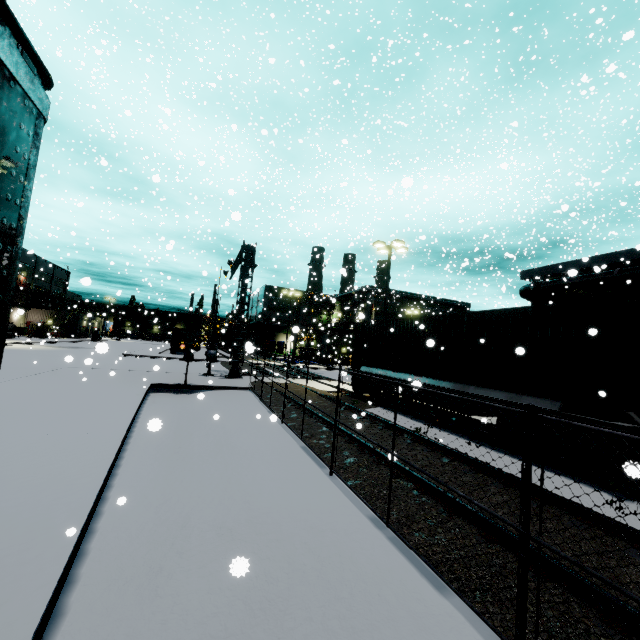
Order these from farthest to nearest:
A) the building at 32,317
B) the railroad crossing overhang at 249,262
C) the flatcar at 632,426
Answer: the building at 32,317 → the railroad crossing overhang at 249,262 → the flatcar at 632,426

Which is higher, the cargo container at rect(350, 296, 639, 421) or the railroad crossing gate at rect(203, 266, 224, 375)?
the cargo container at rect(350, 296, 639, 421)

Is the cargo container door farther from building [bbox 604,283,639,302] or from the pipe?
the pipe

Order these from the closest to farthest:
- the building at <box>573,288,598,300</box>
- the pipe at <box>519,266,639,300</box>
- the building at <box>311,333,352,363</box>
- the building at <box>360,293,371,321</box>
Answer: the pipe at <box>519,266,639,300</box> < the building at <box>573,288,598,300</box> < the building at <box>360,293,371,321</box> < the building at <box>311,333,352,363</box>

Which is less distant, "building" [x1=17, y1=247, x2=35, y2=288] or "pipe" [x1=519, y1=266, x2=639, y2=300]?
"pipe" [x1=519, y1=266, x2=639, y2=300]

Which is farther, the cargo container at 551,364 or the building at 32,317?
the building at 32,317

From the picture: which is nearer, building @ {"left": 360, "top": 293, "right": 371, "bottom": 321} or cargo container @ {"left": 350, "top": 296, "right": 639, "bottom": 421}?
cargo container @ {"left": 350, "top": 296, "right": 639, "bottom": 421}

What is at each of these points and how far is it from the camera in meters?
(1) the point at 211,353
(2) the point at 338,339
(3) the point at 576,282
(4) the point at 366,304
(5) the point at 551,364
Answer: (1) railroad crossing gate, 20.7 m
(2) building, 56.9 m
(3) pipe, 22.7 m
(4) building, 59.0 m
(5) cargo container, 8.0 m
